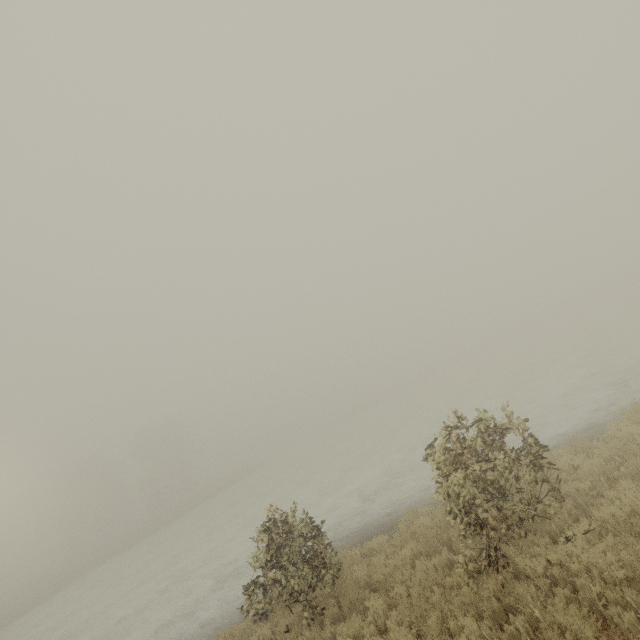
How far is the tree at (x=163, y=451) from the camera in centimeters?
4906cm

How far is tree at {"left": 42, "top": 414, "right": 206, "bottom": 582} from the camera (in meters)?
49.06

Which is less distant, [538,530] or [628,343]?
[538,530]
